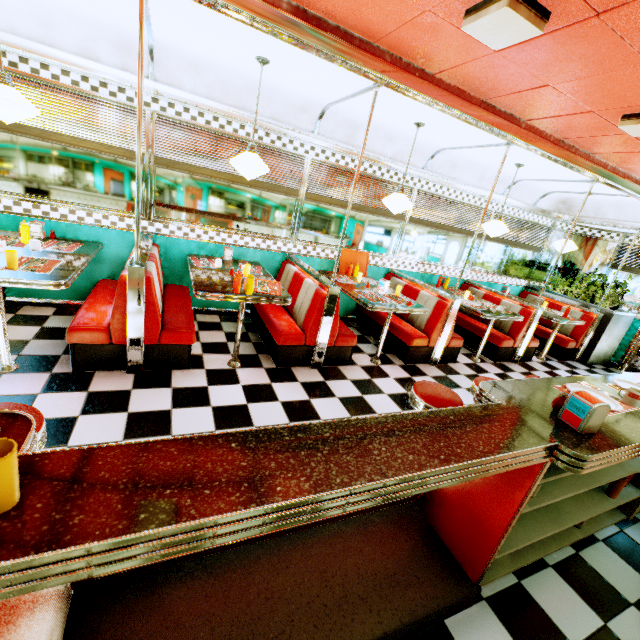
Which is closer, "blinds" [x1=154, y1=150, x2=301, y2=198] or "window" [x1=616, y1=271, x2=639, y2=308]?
"blinds" [x1=154, y1=150, x2=301, y2=198]

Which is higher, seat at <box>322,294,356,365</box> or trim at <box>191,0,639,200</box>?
trim at <box>191,0,639,200</box>

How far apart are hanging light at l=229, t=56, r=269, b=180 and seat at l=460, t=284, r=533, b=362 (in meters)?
4.59

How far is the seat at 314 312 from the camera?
3.8m

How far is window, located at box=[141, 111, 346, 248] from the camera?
4.00m

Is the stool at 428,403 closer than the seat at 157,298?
Yes

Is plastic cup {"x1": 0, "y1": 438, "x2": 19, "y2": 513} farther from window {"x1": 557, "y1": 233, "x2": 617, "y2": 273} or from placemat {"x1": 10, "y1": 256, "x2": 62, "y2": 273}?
window {"x1": 557, "y1": 233, "x2": 617, "y2": 273}

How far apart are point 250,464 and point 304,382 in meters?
2.7 m
